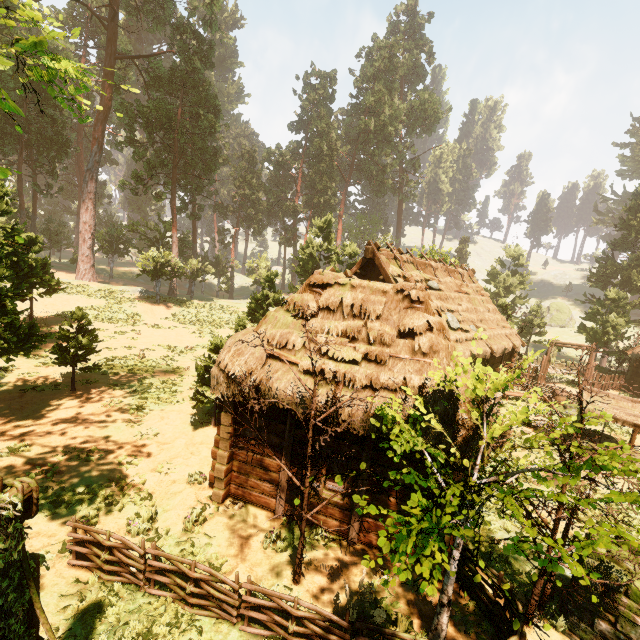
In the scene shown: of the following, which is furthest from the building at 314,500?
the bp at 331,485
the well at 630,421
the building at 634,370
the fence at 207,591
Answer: the building at 634,370

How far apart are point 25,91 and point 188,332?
18.30m

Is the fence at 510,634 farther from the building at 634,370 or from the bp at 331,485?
the building at 634,370

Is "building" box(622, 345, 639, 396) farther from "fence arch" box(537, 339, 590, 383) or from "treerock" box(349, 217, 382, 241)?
"fence arch" box(537, 339, 590, 383)

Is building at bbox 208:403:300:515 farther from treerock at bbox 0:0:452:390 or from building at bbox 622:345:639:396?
building at bbox 622:345:639:396

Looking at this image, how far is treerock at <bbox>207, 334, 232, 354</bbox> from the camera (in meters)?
12.14

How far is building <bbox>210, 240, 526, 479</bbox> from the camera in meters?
7.1 m
